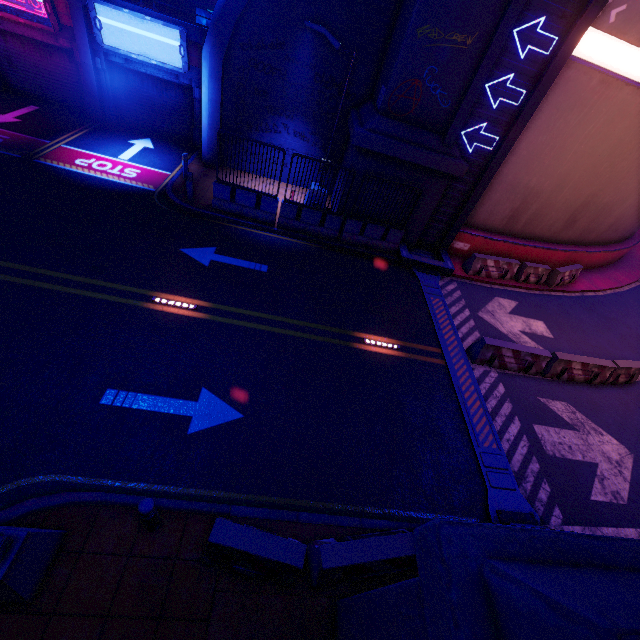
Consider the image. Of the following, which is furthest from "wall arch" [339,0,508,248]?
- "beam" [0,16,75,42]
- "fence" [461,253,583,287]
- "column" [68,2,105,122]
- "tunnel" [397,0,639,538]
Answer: "beam" [0,16,75,42]

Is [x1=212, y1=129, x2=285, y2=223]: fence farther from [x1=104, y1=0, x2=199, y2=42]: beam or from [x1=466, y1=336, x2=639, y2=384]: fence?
[x1=466, y1=336, x2=639, y2=384]: fence

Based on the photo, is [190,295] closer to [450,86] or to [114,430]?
[114,430]

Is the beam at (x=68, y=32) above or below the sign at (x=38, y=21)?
below

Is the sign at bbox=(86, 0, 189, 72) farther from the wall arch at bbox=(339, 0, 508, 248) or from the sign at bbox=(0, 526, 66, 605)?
the sign at bbox=(0, 526, 66, 605)

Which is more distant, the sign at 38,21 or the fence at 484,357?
the sign at 38,21

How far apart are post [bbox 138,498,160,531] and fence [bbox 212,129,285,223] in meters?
10.4

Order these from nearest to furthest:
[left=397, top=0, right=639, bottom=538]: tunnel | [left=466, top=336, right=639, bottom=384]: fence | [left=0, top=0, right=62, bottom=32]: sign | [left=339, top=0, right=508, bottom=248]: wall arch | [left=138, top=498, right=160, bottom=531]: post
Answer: [left=138, top=498, right=160, bottom=531]: post → [left=397, top=0, right=639, bottom=538]: tunnel → [left=339, top=0, right=508, bottom=248]: wall arch → [left=466, top=336, right=639, bottom=384]: fence → [left=0, top=0, right=62, bottom=32]: sign
